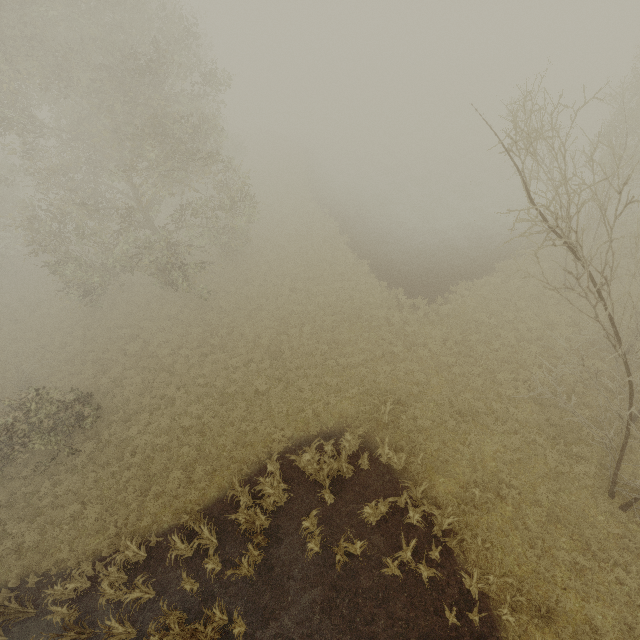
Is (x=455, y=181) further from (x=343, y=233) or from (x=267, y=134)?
(x=267, y=134)
